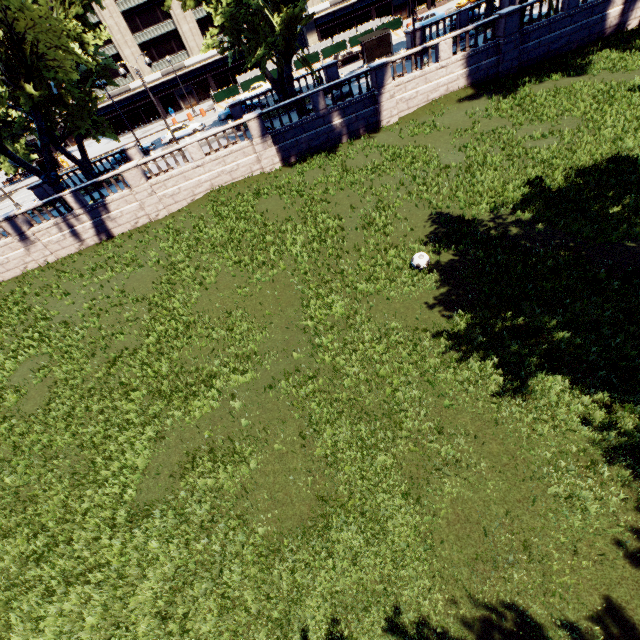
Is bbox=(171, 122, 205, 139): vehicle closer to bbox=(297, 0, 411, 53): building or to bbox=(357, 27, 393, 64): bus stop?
bbox=(357, 27, 393, 64): bus stop

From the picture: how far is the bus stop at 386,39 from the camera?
34.00m

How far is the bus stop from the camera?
34.00m

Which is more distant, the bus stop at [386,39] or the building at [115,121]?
the building at [115,121]

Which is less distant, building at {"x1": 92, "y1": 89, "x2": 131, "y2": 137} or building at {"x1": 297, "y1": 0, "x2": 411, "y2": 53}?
building at {"x1": 297, "y1": 0, "x2": 411, "y2": 53}

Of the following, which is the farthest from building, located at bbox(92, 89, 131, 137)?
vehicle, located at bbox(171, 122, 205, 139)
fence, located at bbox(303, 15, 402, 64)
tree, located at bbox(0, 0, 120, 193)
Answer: vehicle, located at bbox(171, 122, 205, 139)

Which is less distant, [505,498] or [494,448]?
[505,498]

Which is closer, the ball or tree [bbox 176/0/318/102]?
the ball
